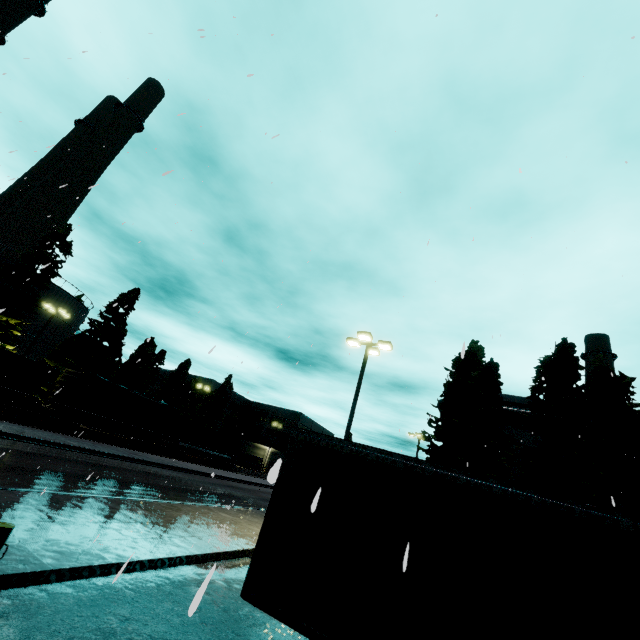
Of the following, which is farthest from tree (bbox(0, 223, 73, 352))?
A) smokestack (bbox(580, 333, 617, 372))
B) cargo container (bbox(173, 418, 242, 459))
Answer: smokestack (bbox(580, 333, 617, 372))

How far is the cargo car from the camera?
27.29m

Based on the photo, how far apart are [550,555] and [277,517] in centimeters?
378cm

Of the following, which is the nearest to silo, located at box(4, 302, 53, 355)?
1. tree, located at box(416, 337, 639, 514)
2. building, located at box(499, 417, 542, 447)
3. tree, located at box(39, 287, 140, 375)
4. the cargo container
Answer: tree, located at box(39, 287, 140, 375)

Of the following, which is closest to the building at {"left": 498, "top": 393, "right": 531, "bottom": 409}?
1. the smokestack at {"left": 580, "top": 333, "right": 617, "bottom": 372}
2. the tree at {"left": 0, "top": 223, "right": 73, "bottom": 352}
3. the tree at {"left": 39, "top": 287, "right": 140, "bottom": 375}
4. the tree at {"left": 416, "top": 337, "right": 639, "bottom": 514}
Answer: the tree at {"left": 416, "top": 337, "right": 639, "bottom": 514}

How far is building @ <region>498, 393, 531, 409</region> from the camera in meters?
32.6 m

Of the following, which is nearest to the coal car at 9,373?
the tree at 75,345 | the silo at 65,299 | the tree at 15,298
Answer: the tree at 15,298

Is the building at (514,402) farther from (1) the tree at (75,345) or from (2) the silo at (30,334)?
(1) the tree at (75,345)
